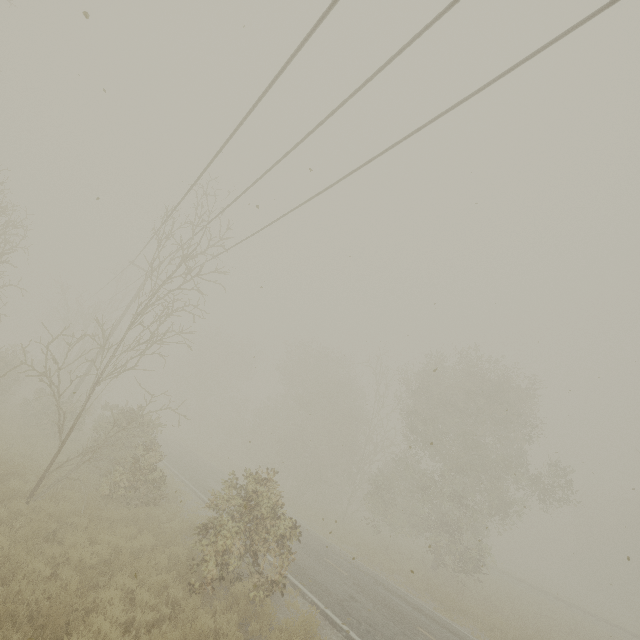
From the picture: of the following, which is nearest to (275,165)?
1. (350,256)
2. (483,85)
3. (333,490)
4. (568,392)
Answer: (350,256)
